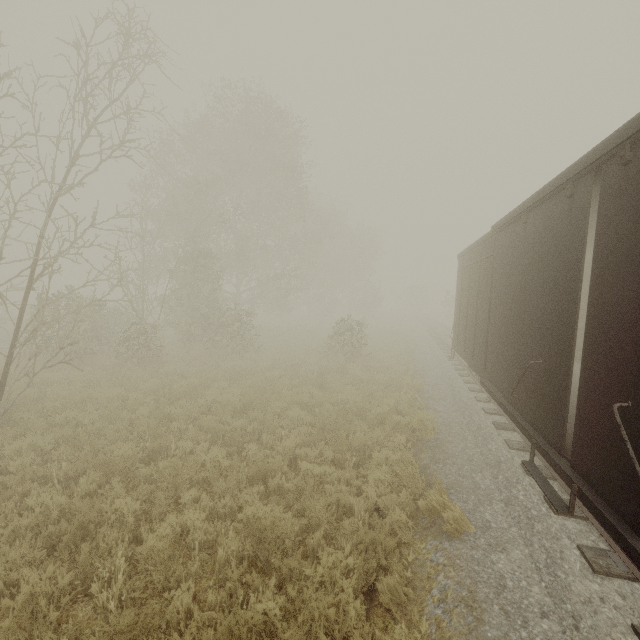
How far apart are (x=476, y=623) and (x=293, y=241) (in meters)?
22.94

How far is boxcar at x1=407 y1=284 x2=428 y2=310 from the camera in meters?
57.7

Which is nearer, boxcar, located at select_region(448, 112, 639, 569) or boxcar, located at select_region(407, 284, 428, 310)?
boxcar, located at select_region(448, 112, 639, 569)

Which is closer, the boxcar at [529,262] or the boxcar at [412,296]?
the boxcar at [529,262]

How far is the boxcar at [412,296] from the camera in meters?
57.7 m
